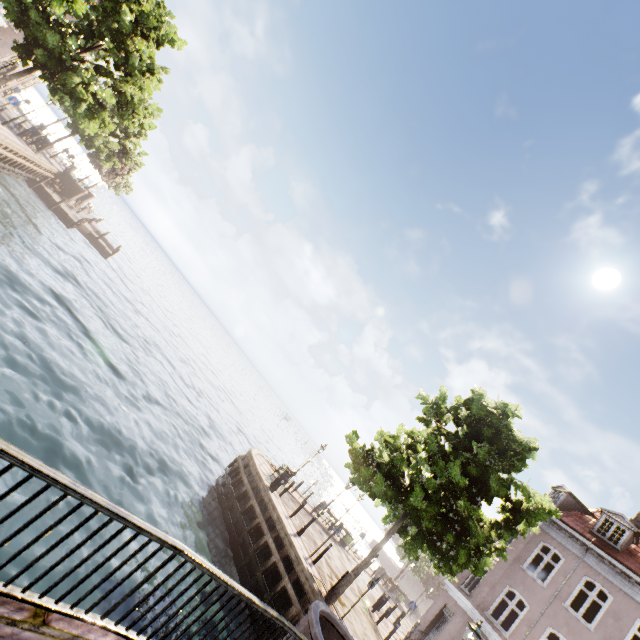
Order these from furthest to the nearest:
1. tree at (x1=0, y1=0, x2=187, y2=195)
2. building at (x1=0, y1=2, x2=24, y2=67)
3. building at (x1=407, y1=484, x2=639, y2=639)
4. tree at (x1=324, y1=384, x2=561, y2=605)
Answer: building at (x1=0, y1=2, x2=24, y2=67) → building at (x1=407, y1=484, x2=639, y2=639) → tree at (x1=0, y1=0, x2=187, y2=195) → tree at (x1=324, y1=384, x2=561, y2=605)

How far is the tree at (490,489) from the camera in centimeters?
1094cm

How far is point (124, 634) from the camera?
3.5m

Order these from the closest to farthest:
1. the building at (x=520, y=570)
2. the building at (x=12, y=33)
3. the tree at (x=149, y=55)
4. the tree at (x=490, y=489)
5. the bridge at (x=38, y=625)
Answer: the bridge at (x=38, y=625)
the tree at (x=490, y=489)
the tree at (x=149, y=55)
the building at (x=520, y=570)
the building at (x=12, y=33)

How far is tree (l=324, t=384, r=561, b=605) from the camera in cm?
1094

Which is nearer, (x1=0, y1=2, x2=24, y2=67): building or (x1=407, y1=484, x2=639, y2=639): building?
(x1=407, y1=484, x2=639, y2=639): building

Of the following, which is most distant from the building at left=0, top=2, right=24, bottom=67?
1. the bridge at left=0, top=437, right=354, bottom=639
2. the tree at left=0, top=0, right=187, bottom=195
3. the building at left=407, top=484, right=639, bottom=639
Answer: the building at left=407, top=484, right=639, bottom=639

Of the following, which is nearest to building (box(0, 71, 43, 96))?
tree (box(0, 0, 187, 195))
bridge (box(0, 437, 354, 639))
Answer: tree (box(0, 0, 187, 195))
